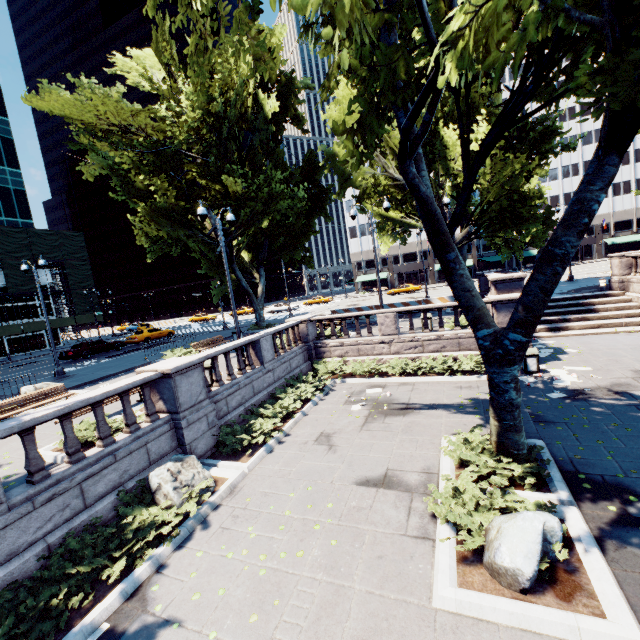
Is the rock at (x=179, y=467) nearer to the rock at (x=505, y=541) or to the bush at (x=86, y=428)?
the bush at (x=86, y=428)

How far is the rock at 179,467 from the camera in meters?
7.5 m

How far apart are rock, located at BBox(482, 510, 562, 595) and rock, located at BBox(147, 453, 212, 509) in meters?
6.1 m

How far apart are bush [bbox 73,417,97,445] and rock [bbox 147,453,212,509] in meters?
1.3

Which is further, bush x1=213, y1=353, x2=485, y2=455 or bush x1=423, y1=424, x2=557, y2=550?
bush x1=213, y1=353, x2=485, y2=455

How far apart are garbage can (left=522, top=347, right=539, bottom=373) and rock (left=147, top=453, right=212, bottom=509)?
12.32m

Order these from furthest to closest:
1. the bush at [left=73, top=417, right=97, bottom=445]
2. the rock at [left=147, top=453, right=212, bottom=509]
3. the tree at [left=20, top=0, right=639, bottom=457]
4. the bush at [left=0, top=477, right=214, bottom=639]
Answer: the bush at [left=73, top=417, right=97, bottom=445] → the rock at [left=147, top=453, right=212, bottom=509] → the bush at [left=0, top=477, right=214, bottom=639] → the tree at [left=20, top=0, right=639, bottom=457]

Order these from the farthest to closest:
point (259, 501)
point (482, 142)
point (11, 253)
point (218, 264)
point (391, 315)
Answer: point (11, 253) < point (218, 264) < point (391, 315) < point (259, 501) < point (482, 142)
